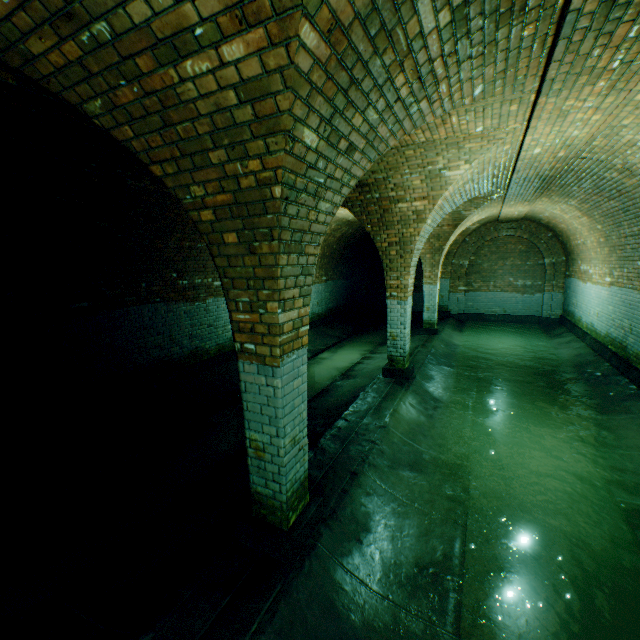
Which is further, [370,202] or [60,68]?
[370,202]

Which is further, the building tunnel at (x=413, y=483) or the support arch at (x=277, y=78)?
the building tunnel at (x=413, y=483)

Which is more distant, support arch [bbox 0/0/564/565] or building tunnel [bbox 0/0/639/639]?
building tunnel [bbox 0/0/639/639]
